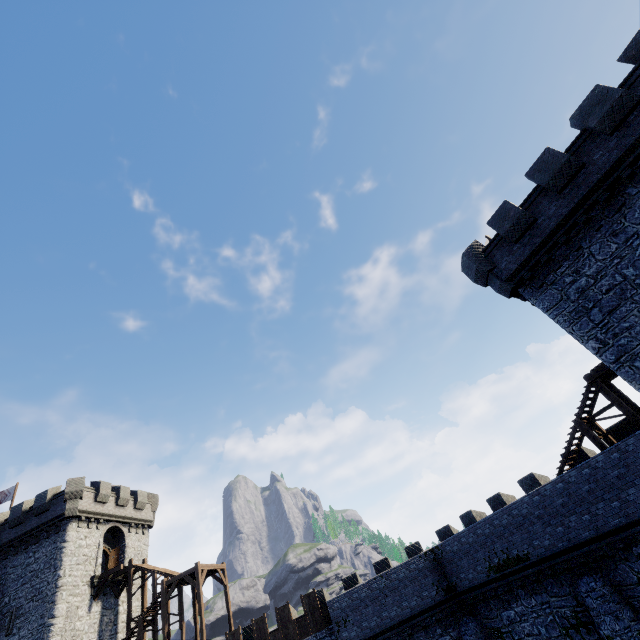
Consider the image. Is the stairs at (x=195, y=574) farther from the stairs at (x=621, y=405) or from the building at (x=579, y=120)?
the building at (x=579, y=120)

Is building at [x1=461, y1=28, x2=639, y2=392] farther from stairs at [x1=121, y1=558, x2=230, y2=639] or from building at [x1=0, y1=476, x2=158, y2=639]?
building at [x1=0, y1=476, x2=158, y2=639]

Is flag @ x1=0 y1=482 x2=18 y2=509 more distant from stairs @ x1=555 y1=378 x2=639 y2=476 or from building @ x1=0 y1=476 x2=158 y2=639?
stairs @ x1=555 y1=378 x2=639 y2=476

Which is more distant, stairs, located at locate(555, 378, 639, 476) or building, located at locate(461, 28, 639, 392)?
stairs, located at locate(555, 378, 639, 476)

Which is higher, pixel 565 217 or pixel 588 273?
pixel 565 217

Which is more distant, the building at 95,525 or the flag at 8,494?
the flag at 8,494

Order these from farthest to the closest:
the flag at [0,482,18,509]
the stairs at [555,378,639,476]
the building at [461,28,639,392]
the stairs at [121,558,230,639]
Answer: the flag at [0,482,18,509]
the stairs at [121,558,230,639]
the stairs at [555,378,639,476]
the building at [461,28,639,392]

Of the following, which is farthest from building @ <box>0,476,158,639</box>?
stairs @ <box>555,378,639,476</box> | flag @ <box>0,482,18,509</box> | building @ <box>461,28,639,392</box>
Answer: building @ <box>461,28,639,392</box>
